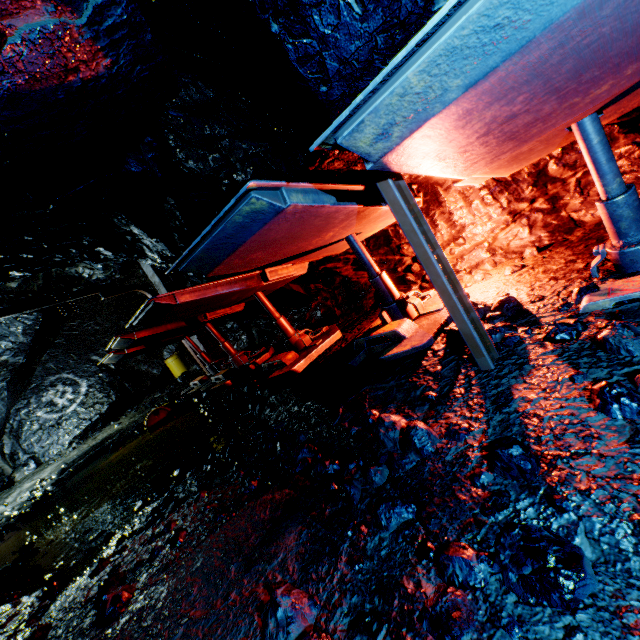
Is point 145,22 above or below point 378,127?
above

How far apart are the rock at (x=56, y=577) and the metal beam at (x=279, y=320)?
4.2 meters

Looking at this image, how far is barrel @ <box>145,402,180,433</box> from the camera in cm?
892

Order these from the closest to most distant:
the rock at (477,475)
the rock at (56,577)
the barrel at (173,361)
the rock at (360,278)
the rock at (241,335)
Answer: the rock at (477,475) < the rock at (56,577) < the rock at (360,278) < the rock at (241,335) < the barrel at (173,361)

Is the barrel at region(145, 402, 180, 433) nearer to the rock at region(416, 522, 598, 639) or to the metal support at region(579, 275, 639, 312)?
the rock at region(416, 522, 598, 639)

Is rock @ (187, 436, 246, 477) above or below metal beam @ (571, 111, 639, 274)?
below

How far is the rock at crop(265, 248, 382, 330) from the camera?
7.7m

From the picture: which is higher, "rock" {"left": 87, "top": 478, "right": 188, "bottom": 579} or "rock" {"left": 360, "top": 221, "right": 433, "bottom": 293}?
"rock" {"left": 360, "top": 221, "right": 433, "bottom": 293}
